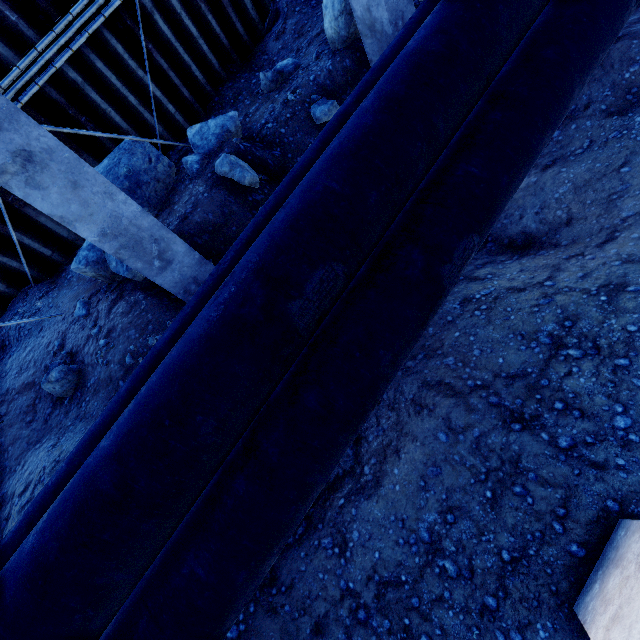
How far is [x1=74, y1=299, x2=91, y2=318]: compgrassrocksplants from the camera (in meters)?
5.23

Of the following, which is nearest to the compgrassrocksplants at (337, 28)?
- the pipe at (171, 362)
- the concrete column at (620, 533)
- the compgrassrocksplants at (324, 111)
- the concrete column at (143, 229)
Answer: the compgrassrocksplants at (324, 111)

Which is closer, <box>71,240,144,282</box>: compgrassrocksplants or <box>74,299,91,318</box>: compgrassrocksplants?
<box>71,240,144,282</box>: compgrassrocksplants

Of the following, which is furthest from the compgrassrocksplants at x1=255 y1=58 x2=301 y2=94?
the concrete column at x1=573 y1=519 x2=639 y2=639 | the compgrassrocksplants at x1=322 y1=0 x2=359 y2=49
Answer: the concrete column at x1=573 y1=519 x2=639 y2=639

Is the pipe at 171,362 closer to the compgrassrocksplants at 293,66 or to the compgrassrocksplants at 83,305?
the compgrassrocksplants at 83,305

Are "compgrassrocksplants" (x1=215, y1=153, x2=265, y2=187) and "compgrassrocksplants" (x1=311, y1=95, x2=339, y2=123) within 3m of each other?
yes

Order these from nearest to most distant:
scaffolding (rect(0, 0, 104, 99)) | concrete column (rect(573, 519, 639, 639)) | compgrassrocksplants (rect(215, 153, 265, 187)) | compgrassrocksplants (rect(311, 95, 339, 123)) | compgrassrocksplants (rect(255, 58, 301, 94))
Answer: concrete column (rect(573, 519, 639, 639))
scaffolding (rect(0, 0, 104, 99))
compgrassrocksplants (rect(215, 153, 265, 187))
compgrassrocksplants (rect(311, 95, 339, 123))
compgrassrocksplants (rect(255, 58, 301, 94))

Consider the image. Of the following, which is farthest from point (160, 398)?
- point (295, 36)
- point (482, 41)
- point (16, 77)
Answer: point (295, 36)
